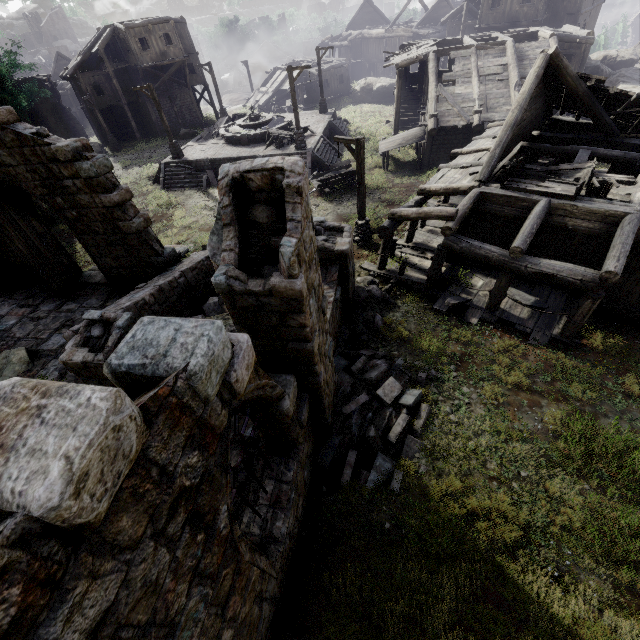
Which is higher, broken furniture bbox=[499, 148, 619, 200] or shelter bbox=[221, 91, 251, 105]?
broken furniture bbox=[499, 148, 619, 200]

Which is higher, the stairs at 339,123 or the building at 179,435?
the building at 179,435

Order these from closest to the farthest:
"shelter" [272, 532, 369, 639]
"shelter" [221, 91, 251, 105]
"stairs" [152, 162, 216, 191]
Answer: "shelter" [272, 532, 369, 639] < "stairs" [152, 162, 216, 191] < "shelter" [221, 91, 251, 105]

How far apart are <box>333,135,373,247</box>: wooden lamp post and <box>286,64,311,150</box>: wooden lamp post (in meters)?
9.47

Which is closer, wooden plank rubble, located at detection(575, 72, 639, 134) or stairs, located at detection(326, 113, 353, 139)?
wooden plank rubble, located at detection(575, 72, 639, 134)

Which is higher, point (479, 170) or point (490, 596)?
point (479, 170)

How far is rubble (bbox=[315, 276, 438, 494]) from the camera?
7.43m

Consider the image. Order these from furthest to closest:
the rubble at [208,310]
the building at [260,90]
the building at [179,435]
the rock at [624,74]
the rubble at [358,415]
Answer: the building at [260,90], the rock at [624,74], the rubble at [208,310], the rubble at [358,415], the building at [179,435]
